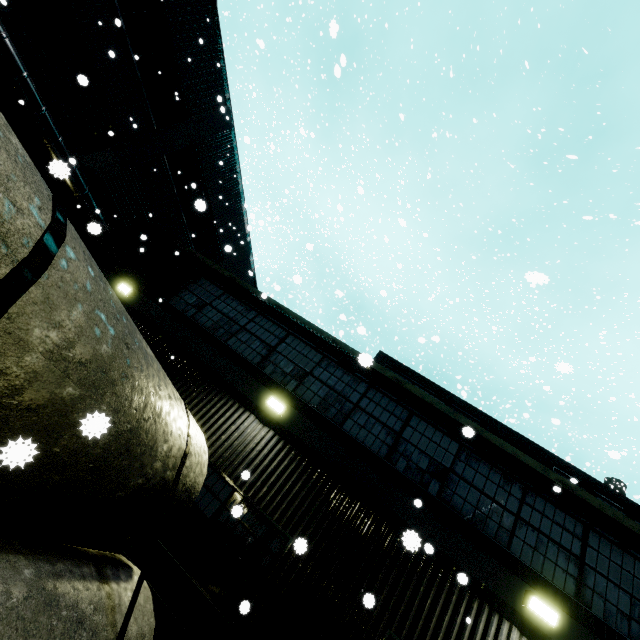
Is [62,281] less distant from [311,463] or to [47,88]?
[311,463]

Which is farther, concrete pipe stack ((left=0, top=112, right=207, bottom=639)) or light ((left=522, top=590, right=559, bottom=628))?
light ((left=522, top=590, right=559, bottom=628))

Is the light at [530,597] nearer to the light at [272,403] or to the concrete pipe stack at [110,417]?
the concrete pipe stack at [110,417]

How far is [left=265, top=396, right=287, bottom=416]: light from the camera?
7.36m

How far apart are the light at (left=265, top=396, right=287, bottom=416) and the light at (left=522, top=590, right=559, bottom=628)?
5.4 meters

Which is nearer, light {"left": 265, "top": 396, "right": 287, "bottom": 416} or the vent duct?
light {"left": 265, "top": 396, "right": 287, "bottom": 416}

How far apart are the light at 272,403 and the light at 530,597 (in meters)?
5.43

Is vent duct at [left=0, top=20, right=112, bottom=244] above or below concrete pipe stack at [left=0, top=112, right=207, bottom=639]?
above
